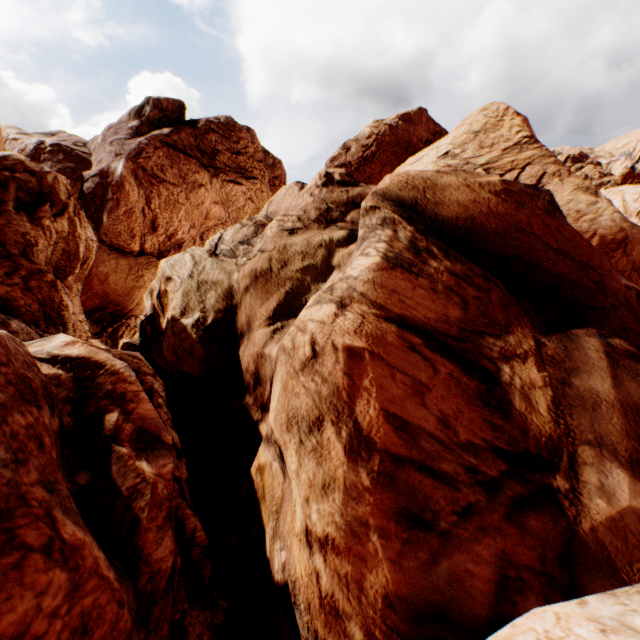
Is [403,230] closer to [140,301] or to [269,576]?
[269,576]
